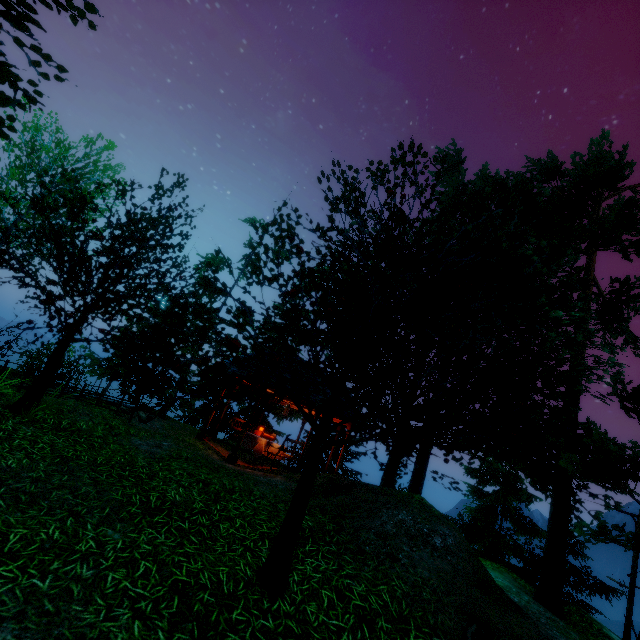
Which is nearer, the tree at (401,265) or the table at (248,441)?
the tree at (401,265)

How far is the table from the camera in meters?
12.1 m

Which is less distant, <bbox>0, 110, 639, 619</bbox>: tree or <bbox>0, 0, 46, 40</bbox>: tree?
<bbox>0, 0, 46, 40</bbox>: tree

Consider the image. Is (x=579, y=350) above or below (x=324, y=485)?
above

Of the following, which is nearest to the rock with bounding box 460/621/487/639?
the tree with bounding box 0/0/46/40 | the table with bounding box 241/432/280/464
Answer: the tree with bounding box 0/0/46/40

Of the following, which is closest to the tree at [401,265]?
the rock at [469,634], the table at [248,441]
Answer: the rock at [469,634]
